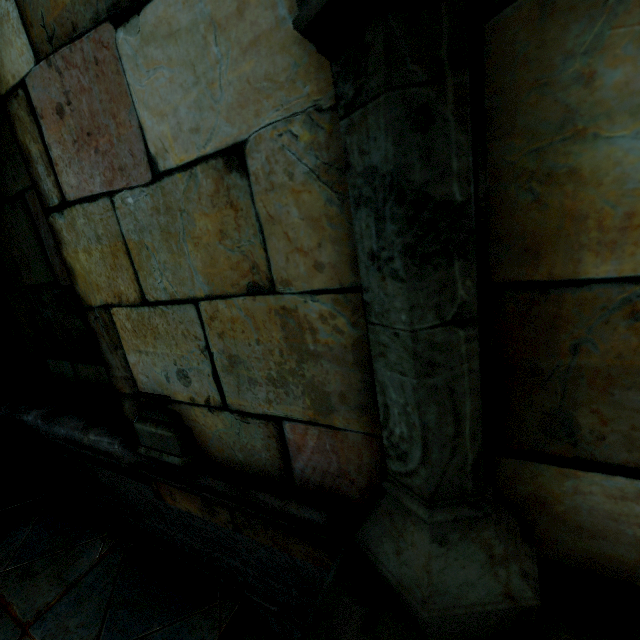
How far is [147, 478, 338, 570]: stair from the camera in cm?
111

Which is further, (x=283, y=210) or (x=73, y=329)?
(x=73, y=329)

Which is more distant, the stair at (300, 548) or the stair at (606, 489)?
the stair at (300, 548)

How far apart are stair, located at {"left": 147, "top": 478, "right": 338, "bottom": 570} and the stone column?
0.2 meters

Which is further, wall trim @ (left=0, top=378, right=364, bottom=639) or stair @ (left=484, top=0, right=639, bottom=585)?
wall trim @ (left=0, top=378, right=364, bottom=639)

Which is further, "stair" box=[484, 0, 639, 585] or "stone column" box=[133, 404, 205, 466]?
"stone column" box=[133, 404, 205, 466]

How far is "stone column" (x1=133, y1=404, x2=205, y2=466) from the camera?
1.23m

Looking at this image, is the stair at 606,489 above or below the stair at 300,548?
above
